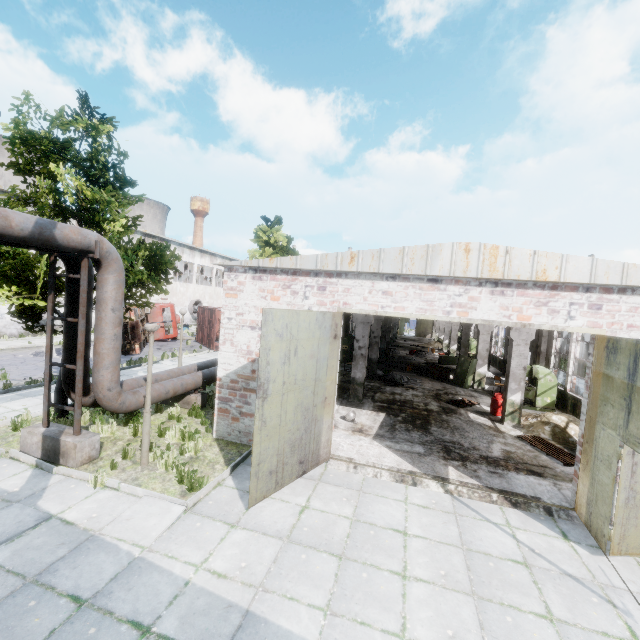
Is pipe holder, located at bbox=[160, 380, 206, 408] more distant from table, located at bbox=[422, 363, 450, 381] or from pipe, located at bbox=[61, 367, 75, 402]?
table, located at bbox=[422, 363, 450, 381]

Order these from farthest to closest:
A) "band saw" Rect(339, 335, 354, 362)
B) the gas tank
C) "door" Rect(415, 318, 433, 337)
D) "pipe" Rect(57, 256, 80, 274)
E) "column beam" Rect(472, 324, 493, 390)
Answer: "door" Rect(415, 318, 433, 337) < "band saw" Rect(339, 335, 354, 362) < "column beam" Rect(472, 324, 493, 390) < the gas tank < "pipe" Rect(57, 256, 80, 274)

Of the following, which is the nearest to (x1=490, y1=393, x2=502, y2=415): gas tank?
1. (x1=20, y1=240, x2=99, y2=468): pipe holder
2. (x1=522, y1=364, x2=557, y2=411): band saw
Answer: (x1=522, y1=364, x2=557, y2=411): band saw

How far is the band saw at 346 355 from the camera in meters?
22.7

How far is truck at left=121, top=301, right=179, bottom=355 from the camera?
19.8m

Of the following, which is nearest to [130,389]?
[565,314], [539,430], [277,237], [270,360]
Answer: [270,360]

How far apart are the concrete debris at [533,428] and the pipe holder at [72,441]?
13.2 meters

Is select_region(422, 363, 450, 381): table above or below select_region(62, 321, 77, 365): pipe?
below
